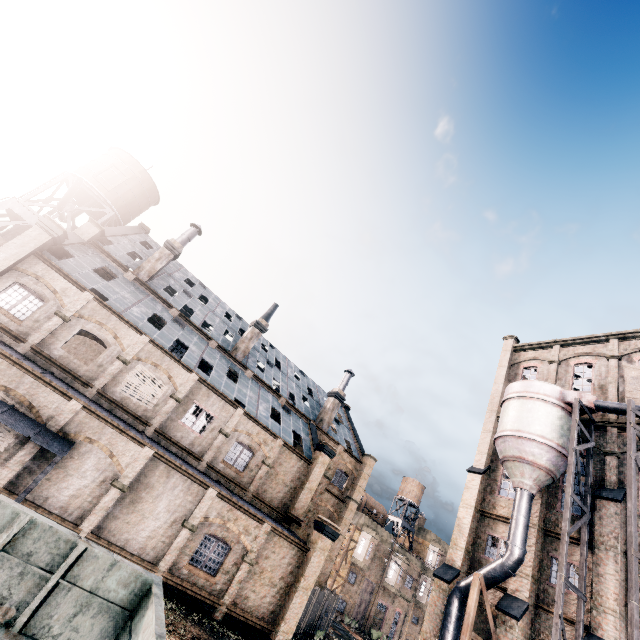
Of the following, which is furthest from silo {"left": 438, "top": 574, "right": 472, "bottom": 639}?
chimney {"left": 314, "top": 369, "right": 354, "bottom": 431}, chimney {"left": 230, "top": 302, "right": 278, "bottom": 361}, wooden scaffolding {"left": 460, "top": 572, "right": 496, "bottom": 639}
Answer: chimney {"left": 230, "top": 302, "right": 278, "bottom": 361}

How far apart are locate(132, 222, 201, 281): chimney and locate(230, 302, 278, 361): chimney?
9.5m

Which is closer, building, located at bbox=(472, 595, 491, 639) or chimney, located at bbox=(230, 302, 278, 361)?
building, located at bbox=(472, 595, 491, 639)

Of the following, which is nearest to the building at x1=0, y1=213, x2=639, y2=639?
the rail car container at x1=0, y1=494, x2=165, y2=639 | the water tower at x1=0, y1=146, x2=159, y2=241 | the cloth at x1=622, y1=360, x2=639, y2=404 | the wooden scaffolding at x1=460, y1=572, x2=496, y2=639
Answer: the water tower at x1=0, y1=146, x2=159, y2=241

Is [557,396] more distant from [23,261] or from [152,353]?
[23,261]

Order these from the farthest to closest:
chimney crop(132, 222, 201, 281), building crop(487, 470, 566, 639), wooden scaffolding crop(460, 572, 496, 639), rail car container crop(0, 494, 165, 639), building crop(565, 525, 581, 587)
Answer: chimney crop(132, 222, 201, 281), building crop(565, 525, 581, 587), building crop(487, 470, 566, 639), wooden scaffolding crop(460, 572, 496, 639), rail car container crop(0, 494, 165, 639)

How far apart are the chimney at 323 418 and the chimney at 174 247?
22.0 meters

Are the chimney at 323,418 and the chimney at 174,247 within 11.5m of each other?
no
